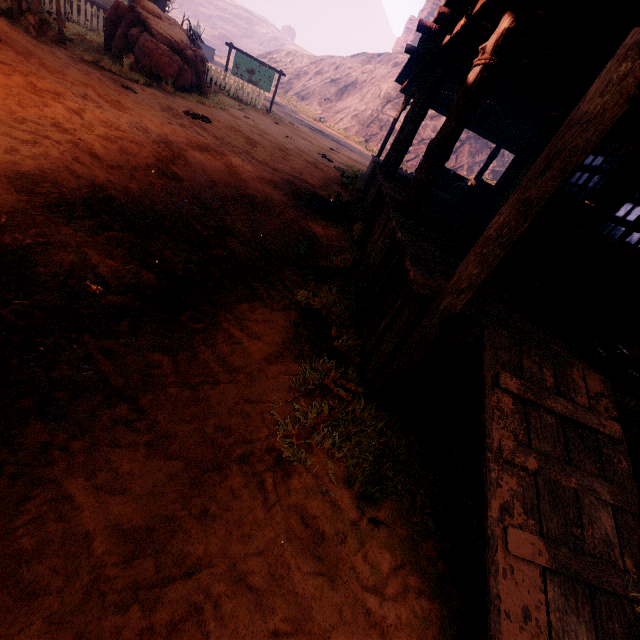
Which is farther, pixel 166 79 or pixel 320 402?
pixel 166 79

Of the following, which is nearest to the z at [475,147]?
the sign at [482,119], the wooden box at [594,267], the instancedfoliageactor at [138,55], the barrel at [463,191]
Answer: the instancedfoliageactor at [138,55]

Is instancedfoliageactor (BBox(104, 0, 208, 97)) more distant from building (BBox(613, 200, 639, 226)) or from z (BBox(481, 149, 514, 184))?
building (BBox(613, 200, 639, 226))

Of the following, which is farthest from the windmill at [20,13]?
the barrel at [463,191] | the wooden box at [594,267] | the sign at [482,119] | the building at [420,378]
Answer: the wooden box at [594,267]

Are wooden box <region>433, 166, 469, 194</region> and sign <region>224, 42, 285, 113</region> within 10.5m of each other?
no

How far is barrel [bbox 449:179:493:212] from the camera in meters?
10.7 m

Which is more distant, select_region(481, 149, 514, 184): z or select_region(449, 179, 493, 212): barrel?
select_region(481, 149, 514, 184): z

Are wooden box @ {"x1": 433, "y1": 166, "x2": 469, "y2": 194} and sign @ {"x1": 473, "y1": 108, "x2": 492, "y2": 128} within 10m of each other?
yes
